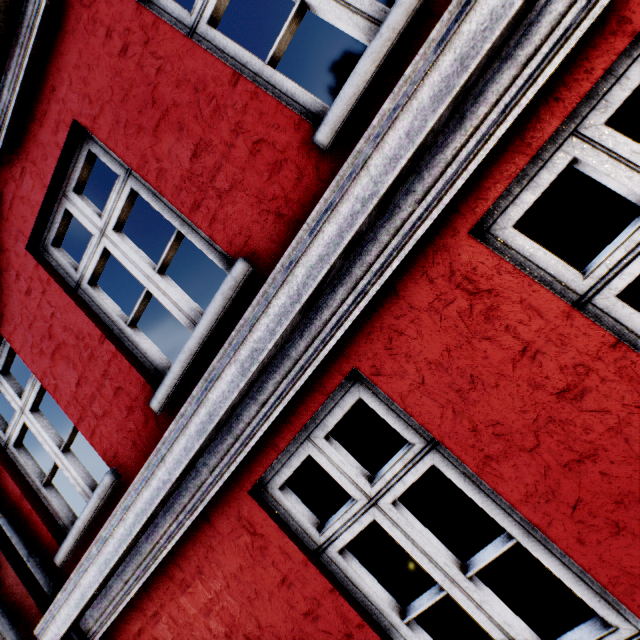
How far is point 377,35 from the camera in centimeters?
149cm
